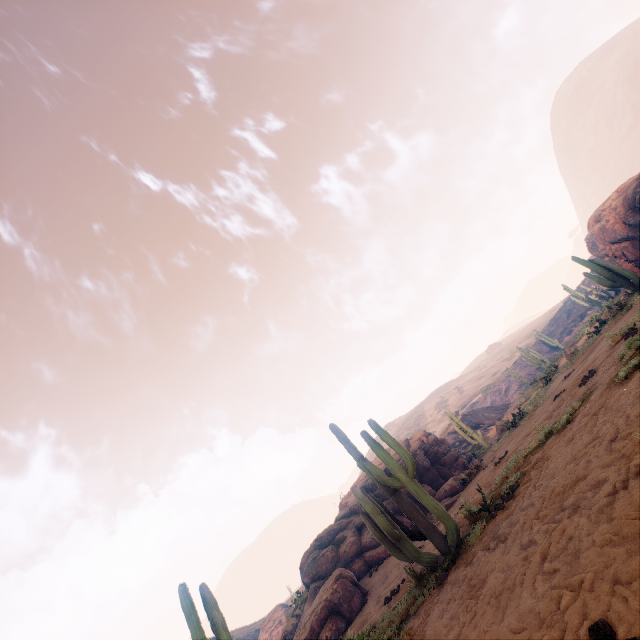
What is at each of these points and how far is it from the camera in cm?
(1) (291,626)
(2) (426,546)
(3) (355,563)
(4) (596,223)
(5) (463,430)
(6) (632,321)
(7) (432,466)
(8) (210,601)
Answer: (1) z, 1881
(2) z, 1064
(3) rock, 1645
(4) instancedfoliageactor, 2394
(5) instancedfoliageactor, 2266
(6) z, 923
(7) rock, 1870
(8) instancedfoliageactor, 755

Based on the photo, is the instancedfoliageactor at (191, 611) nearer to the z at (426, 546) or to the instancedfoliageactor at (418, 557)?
the z at (426, 546)

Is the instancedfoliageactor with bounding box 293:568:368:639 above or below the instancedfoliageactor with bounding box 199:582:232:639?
below

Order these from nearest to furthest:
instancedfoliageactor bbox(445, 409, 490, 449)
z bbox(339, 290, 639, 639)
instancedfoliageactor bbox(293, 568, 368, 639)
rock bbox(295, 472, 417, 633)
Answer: z bbox(339, 290, 639, 639), instancedfoliageactor bbox(293, 568, 368, 639), rock bbox(295, 472, 417, 633), instancedfoliageactor bbox(445, 409, 490, 449)

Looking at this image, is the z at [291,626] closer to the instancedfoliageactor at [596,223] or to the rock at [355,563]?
the rock at [355,563]

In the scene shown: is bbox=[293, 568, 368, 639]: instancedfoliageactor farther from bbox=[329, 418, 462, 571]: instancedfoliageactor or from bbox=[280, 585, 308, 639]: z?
bbox=[280, 585, 308, 639]: z

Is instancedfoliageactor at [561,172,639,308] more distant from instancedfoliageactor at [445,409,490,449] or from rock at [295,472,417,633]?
instancedfoliageactor at [445,409,490,449]

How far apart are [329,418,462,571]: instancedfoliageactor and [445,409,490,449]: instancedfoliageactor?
16.37m
